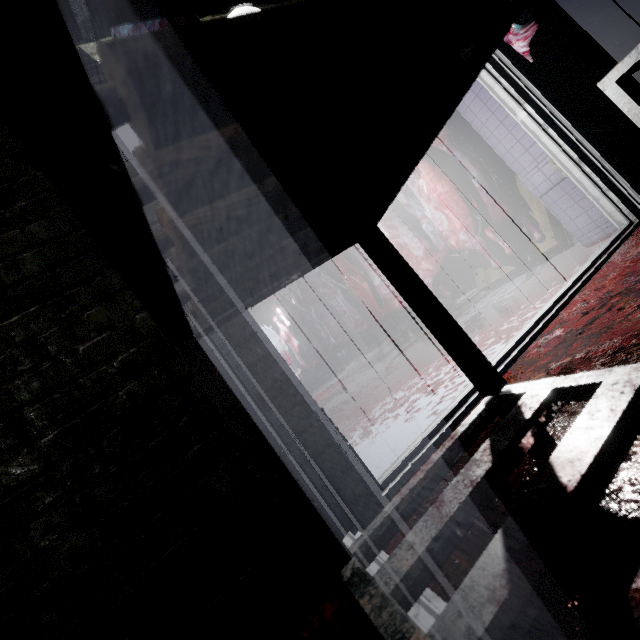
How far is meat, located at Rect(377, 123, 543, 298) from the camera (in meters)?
2.70

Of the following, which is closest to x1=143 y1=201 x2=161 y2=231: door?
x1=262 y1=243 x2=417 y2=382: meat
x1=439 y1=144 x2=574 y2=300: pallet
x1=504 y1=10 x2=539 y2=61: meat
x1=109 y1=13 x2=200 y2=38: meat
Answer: x1=109 y1=13 x2=200 y2=38: meat

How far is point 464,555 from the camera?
0.71m

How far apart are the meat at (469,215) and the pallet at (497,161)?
0.02m

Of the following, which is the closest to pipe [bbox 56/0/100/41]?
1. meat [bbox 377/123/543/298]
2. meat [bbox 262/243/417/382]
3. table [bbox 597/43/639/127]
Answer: meat [bbox 377/123/543/298]

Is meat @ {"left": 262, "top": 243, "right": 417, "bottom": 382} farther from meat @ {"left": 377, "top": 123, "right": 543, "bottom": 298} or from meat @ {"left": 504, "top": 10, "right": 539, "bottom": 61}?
meat @ {"left": 504, "top": 10, "right": 539, "bottom": 61}

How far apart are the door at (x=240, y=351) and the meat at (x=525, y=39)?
1.7 meters

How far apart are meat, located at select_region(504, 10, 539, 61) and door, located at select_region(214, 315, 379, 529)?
1.7m
